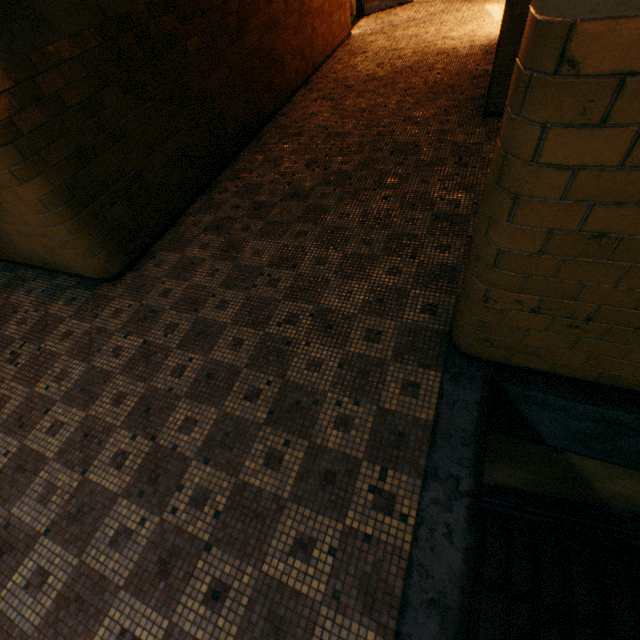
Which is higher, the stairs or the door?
the door

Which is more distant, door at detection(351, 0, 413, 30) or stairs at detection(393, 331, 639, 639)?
door at detection(351, 0, 413, 30)

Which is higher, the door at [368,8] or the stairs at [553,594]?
the door at [368,8]

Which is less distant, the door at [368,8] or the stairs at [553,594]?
the stairs at [553,594]

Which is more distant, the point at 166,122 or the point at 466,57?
the point at 466,57
